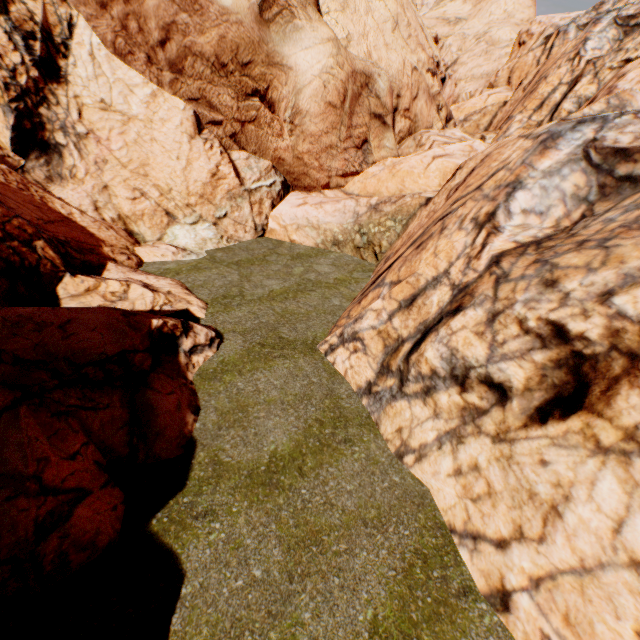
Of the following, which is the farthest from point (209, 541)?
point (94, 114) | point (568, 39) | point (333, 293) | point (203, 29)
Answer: point (568, 39)
